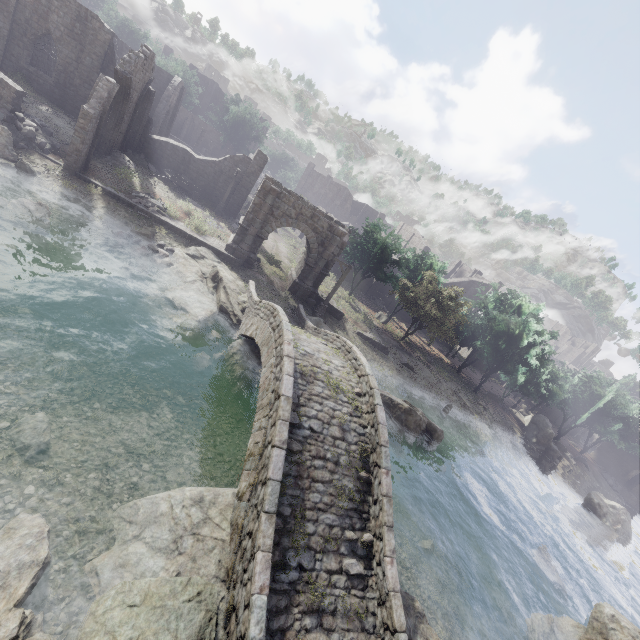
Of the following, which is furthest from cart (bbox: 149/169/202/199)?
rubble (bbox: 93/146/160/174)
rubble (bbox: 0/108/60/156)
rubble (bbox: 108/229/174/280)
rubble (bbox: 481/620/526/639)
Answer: rubble (bbox: 481/620/526/639)

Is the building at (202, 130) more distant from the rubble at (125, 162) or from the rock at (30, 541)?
the rock at (30, 541)

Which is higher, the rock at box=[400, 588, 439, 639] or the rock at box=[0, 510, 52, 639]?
the rock at box=[400, 588, 439, 639]

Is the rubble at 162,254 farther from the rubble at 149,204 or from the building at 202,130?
the building at 202,130

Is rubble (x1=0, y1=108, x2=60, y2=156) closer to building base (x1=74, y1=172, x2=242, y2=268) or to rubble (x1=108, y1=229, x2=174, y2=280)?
building base (x1=74, y1=172, x2=242, y2=268)

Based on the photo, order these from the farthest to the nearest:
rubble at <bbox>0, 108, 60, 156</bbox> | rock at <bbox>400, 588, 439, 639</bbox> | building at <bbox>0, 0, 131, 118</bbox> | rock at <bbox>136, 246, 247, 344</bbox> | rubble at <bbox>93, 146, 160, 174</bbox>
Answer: building at <bbox>0, 0, 131, 118</bbox> < rubble at <bbox>93, 146, 160, 174</bbox> < rubble at <bbox>0, 108, 60, 156</bbox> < rock at <bbox>136, 246, 247, 344</bbox> < rock at <bbox>400, 588, 439, 639</bbox>

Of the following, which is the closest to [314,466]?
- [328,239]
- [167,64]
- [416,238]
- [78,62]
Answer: [328,239]

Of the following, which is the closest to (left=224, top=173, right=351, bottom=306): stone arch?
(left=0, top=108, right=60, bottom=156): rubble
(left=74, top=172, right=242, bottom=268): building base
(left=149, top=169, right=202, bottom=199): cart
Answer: (left=74, top=172, right=242, bottom=268): building base
